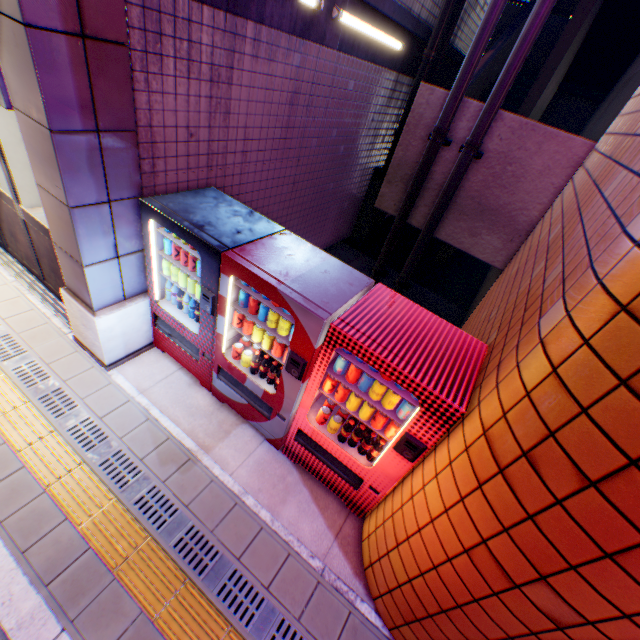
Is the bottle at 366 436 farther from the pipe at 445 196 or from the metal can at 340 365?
the pipe at 445 196

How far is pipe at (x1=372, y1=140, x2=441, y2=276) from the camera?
5.1 meters

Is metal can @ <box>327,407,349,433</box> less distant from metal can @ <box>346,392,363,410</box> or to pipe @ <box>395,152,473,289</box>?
metal can @ <box>346,392,363,410</box>

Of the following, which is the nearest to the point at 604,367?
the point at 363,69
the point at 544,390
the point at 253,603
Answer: the point at 544,390

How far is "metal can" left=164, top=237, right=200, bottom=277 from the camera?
3.3 meters

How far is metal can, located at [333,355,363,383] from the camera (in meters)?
2.72

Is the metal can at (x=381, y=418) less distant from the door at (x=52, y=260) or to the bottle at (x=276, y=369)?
the bottle at (x=276, y=369)

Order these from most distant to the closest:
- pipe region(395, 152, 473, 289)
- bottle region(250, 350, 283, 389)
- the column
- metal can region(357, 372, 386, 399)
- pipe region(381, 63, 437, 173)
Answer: pipe region(381, 63, 437, 173) < pipe region(395, 152, 473, 289) < bottle region(250, 350, 283, 389) < metal can region(357, 372, 386, 399) < the column
